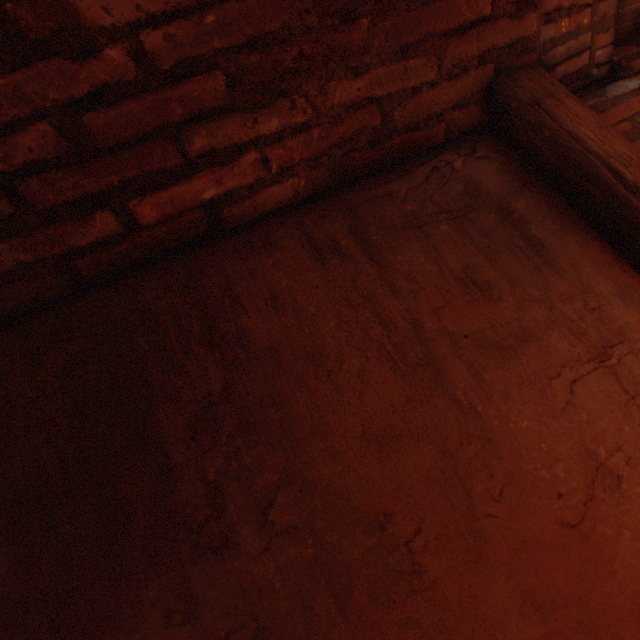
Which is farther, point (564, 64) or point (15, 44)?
point (564, 64)
